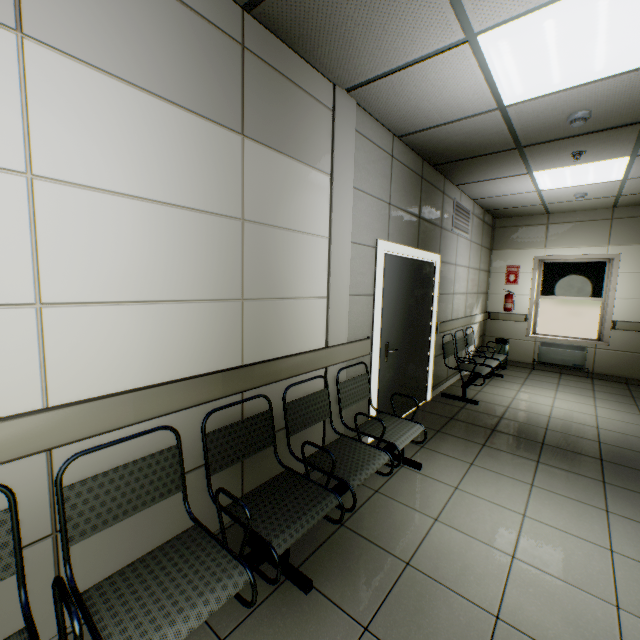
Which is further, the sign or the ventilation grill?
the sign

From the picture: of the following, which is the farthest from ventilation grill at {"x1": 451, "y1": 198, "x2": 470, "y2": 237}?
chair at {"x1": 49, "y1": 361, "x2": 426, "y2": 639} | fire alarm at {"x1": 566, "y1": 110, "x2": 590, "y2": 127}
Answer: chair at {"x1": 49, "y1": 361, "x2": 426, "y2": 639}

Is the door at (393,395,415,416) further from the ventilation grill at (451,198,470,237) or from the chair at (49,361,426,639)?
the ventilation grill at (451,198,470,237)

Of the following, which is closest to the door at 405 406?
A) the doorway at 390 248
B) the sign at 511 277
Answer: the doorway at 390 248

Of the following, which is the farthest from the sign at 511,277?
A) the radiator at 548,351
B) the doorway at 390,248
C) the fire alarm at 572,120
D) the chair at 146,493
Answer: the chair at 146,493

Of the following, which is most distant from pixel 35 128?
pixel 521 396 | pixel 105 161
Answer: pixel 521 396

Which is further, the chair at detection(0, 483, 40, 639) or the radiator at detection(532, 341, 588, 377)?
the radiator at detection(532, 341, 588, 377)

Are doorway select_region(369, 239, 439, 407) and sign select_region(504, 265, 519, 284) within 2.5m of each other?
no
